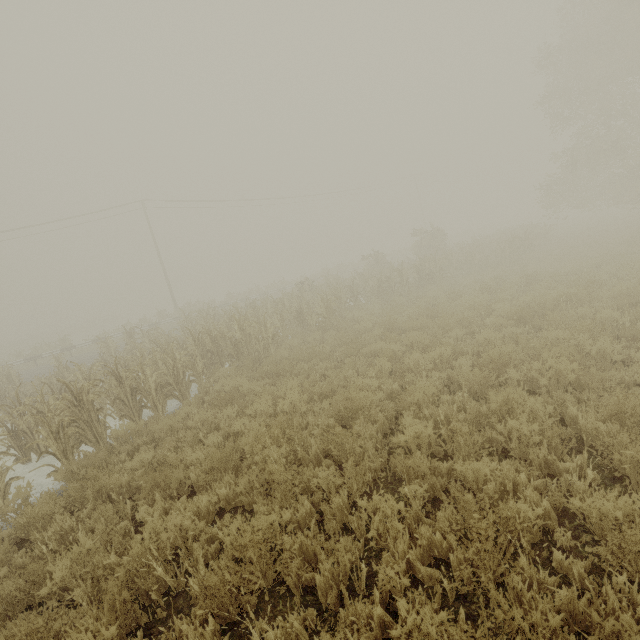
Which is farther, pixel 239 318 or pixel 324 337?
pixel 324 337
